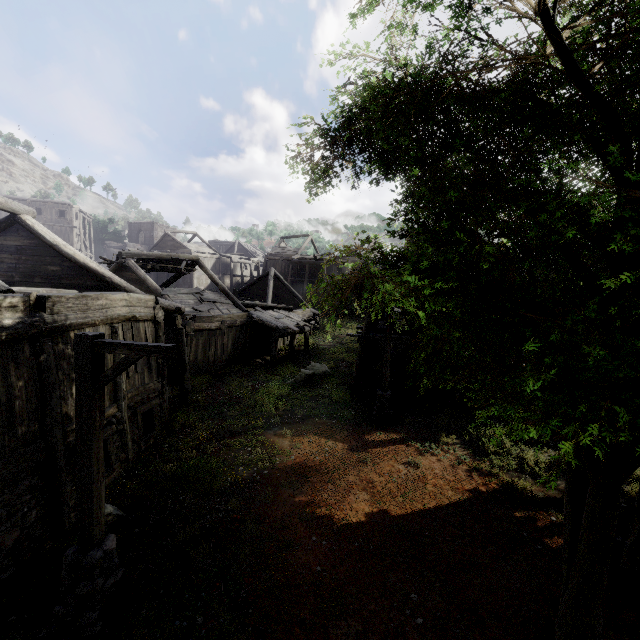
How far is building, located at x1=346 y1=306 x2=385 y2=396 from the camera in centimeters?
1533cm

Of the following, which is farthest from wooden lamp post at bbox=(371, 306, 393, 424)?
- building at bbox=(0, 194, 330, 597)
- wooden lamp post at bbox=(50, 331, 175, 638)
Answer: wooden lamp post at bbox=(50, 331, 175, 638)

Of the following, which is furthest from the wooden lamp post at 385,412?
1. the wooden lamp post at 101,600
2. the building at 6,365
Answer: the wooden lamp post at 101,600

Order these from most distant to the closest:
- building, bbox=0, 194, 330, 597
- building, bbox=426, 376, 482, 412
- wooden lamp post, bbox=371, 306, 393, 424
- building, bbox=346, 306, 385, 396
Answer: building, bbox=346, 306, 385, 396
building, bbox=426, 376, 482, 412
wooden lamp post, bbox=371, 306, 393, 424
building, bbox=0, 194, 330, 597

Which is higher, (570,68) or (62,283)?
(570,68)

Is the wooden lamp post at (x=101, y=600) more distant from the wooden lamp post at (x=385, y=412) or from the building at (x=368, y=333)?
the wooden lamp post at (x=385, y=412)
